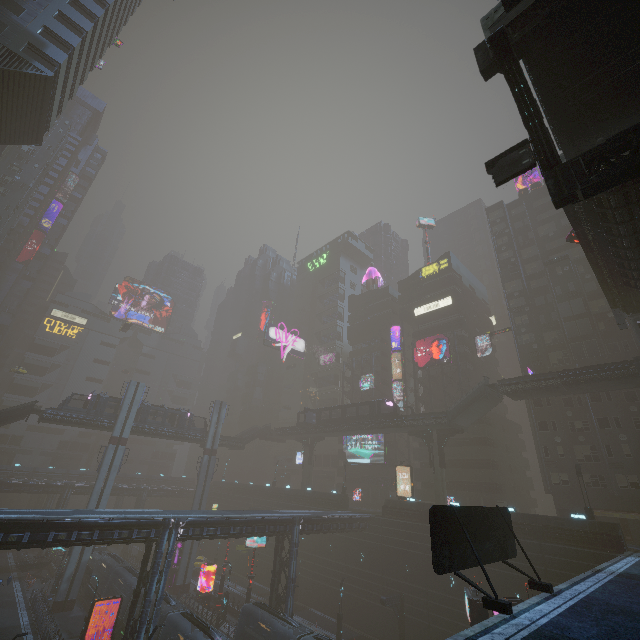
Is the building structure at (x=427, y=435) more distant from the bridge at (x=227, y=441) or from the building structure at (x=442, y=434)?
the bridge at (x=227, y=441)

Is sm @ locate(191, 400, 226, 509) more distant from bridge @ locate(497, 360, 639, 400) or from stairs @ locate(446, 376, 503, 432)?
bridge @ locate(497, 360, 639, 400)

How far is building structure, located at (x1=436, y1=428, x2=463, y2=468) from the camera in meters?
Result: 41.9

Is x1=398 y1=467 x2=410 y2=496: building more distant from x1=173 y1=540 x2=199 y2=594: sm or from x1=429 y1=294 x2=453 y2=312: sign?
x1=173 y1=540 x2=199 y2=594: sm

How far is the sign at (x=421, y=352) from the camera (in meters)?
52.94

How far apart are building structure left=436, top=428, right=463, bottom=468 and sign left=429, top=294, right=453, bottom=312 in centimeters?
2271cm

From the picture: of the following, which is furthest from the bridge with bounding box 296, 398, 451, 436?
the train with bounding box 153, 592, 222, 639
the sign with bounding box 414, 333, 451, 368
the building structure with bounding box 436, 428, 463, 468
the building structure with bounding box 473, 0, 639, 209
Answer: the building structure with bounding box 473, 0, 639, 209

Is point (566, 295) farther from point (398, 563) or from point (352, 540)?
point (352, 540)
